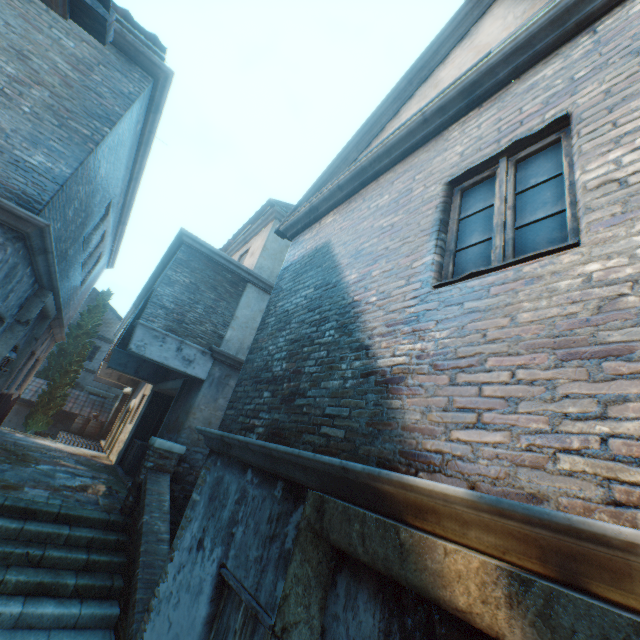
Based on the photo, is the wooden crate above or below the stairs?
above

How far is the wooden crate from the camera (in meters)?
10.52

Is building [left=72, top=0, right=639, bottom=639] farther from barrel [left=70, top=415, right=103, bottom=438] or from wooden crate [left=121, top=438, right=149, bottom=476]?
barrel [left=70, top=415, right=103, bottom=438]

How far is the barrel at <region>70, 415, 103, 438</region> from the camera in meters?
18.5 m

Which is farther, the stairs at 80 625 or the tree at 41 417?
the tree at 41 417

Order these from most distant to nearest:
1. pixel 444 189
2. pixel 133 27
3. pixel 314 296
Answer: pixel 133 27 < pixel 314 296 < pixel 444 189

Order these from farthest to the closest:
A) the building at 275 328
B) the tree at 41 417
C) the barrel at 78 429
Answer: the barrel at 78 429, the tree at 41 417, the building at 275 328

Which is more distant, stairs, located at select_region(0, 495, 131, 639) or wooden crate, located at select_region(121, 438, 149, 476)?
wooden crate, located at select_region(121, 438, 149, 476)
